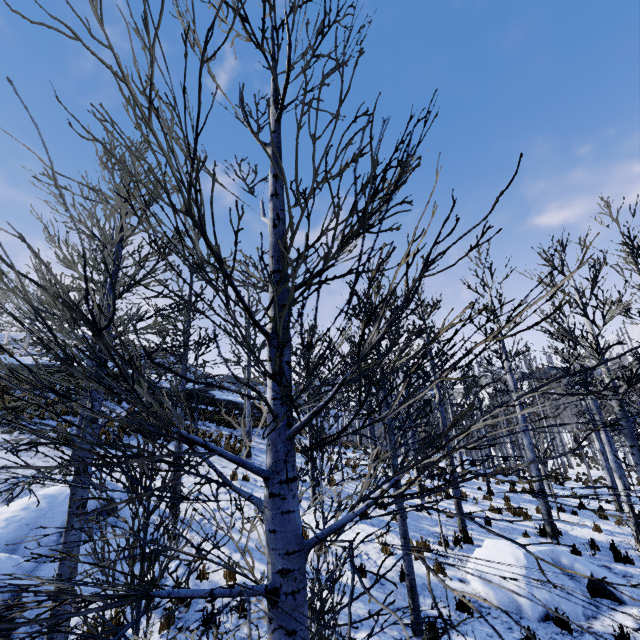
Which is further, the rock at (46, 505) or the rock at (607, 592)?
the rock at (607, 592)

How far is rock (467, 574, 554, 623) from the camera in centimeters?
623cm

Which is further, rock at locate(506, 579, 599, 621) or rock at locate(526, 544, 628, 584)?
rock at locate(526, 544, 628, 584)

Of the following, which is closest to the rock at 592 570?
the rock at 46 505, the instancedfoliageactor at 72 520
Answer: the instancedfoliageactor at 72 520

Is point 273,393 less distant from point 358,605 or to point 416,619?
point 416,619

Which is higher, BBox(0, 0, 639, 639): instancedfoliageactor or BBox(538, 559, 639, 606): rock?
BBox(0, 0, 639, 639): instancedfoliageactor

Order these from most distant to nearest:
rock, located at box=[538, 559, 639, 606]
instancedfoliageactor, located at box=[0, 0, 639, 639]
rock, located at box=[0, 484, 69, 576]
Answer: rock, located at box=[538, 559, 639, 606]
rock, located at box=[0, 484, 69, 576]
instancedfoliageactor, located at box=[0, 0, 639, 639]

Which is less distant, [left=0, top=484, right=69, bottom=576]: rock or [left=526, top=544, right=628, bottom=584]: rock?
[left=0, top=484, right=69, bottom=576]: rock
